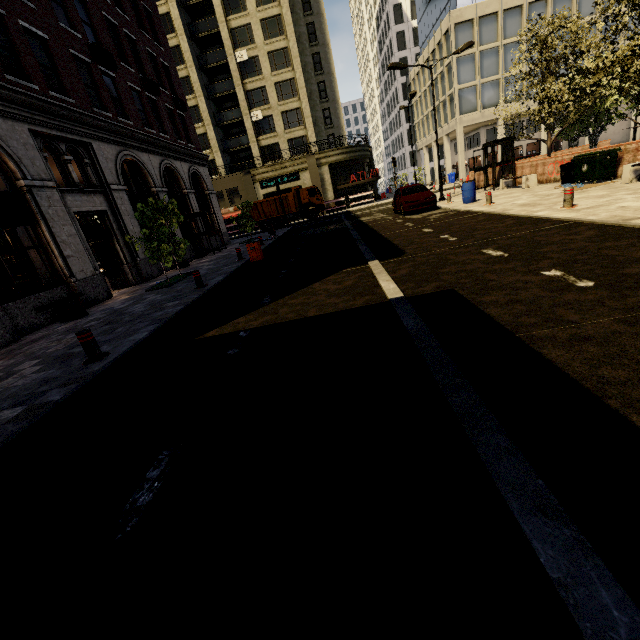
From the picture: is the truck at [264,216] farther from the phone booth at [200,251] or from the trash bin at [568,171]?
the trash bin at [568,171]

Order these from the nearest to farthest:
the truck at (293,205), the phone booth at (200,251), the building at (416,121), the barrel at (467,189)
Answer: the barrel at (467,189), the phone booth at (200,251), the truck at (293,205), the building at (416,121)

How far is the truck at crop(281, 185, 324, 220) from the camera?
31.84m

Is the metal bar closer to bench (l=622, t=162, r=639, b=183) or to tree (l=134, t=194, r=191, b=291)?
tree (l=134, t=194, r=191, b=291)

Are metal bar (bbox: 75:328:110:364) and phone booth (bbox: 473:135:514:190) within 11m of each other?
no

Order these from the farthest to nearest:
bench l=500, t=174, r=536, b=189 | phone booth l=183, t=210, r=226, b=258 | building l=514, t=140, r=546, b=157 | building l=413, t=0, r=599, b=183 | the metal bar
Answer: building l=514, t=140, r=546, b=157
building l=413, t=0, r=599, b=183
phone booth l=183, t=210, r=226, b=258
bench l=500, t=174, r=536, b=189
the metal bar

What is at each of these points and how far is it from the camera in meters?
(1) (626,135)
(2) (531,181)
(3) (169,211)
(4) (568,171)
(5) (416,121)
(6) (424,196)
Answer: (1) building, 41.2
(2) bench, 16.5
(3) tree, 11.9
(4) trash bin, 14.2
(5) building, 51.8
(6) car, 16.5

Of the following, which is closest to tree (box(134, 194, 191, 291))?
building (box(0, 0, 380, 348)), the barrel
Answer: building (box(0, 0, 380, 348))
